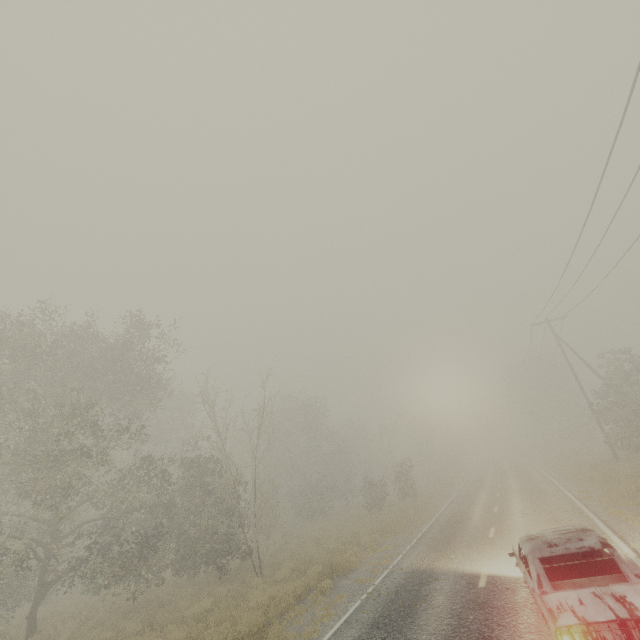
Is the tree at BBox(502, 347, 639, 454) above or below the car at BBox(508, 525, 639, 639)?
above

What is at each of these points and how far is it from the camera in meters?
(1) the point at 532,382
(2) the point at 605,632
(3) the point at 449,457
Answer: (1) tree, 49.5 m
(2) car, 4.3 m
(3) tree, 54.0 m

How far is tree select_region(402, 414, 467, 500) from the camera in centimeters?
3764cm

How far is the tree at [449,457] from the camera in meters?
37.6 m

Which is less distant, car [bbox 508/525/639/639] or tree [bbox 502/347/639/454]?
car [bbox 508/525/639/639]

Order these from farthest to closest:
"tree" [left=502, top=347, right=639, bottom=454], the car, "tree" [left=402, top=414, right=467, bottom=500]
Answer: "tree" [left=402, top=414, right=467, bottom=500] → "tree" [left=502, top=347, right=639, bottom=454] → the car

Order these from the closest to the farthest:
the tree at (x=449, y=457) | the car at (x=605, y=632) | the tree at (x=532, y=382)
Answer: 1. the car at (x=605, y=632)
2. the tree at (x=532, y=382)
3. the tree at (x=449, y=457)
